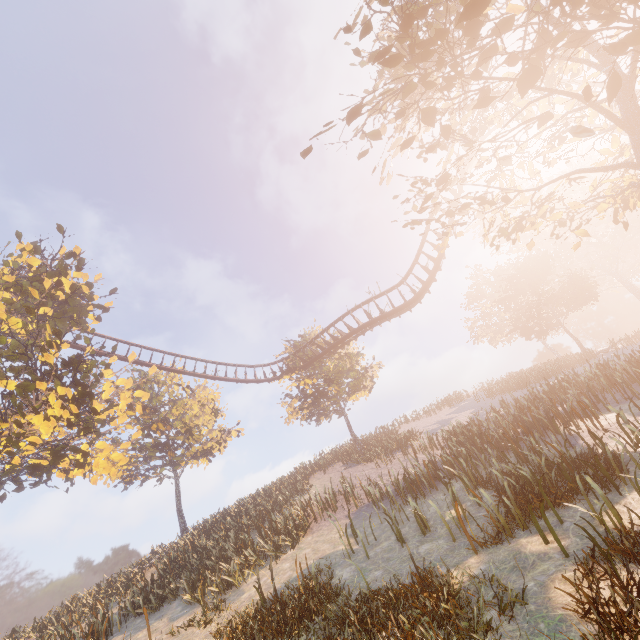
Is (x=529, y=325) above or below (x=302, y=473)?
above
